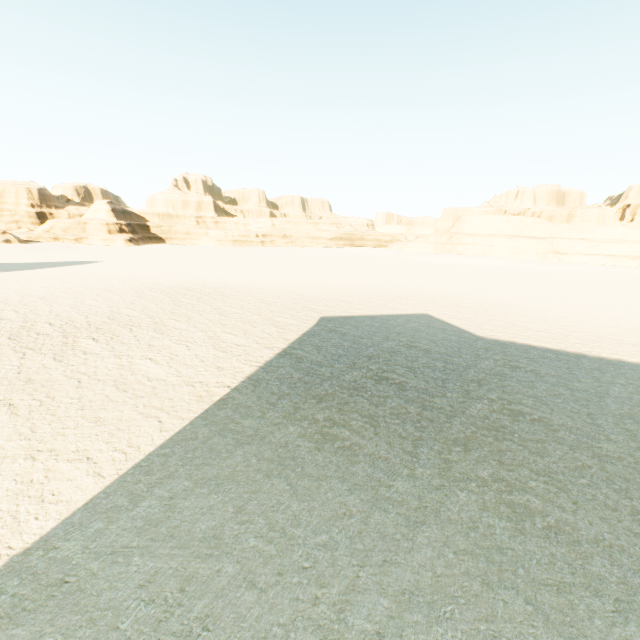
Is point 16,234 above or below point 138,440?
above
